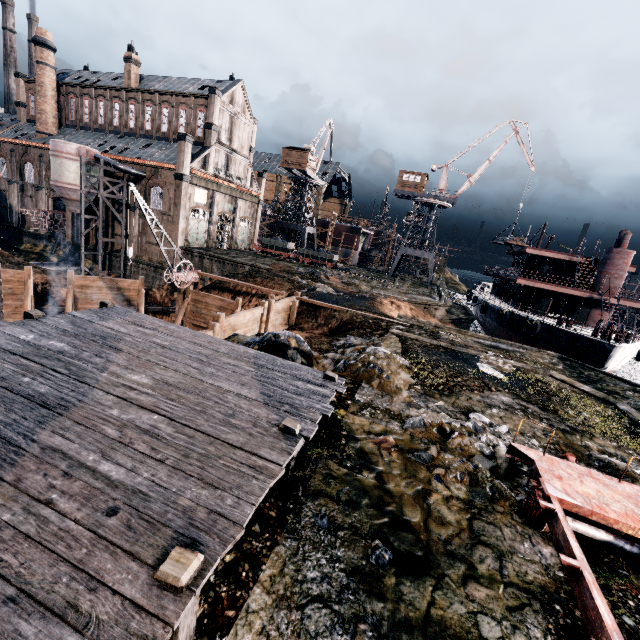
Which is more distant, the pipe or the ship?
the pipe

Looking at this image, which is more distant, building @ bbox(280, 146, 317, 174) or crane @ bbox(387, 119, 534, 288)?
building @ bbox(280, 146, 317, 174)

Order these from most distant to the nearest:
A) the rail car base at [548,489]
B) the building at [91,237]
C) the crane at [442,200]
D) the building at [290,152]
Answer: the building at [290,152], the crane at [442,200], the building at [91,237], the rail car base at [548,489]

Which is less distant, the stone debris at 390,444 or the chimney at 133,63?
the stone debris at 390,444

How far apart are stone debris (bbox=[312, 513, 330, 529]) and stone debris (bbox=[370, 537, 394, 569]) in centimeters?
79cm

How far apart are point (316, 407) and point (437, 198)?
51.1 meters

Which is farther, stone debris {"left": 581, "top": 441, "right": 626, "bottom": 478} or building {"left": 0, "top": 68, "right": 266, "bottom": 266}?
building {"left": 0, "top": 68, "right": 266, "bottom": 266}

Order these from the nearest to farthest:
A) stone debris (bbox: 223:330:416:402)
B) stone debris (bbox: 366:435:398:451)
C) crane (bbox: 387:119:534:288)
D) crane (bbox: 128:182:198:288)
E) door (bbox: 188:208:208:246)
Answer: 1. stone debris (bbox: 366:435:398:451)
2. stone debris (bbox: 223:330:416:402)
3. crane (bbox: 128:182:198:288)
4. door (bbox: 188:208:208:246)
5. crane (bbox: 387:119:534:288)
